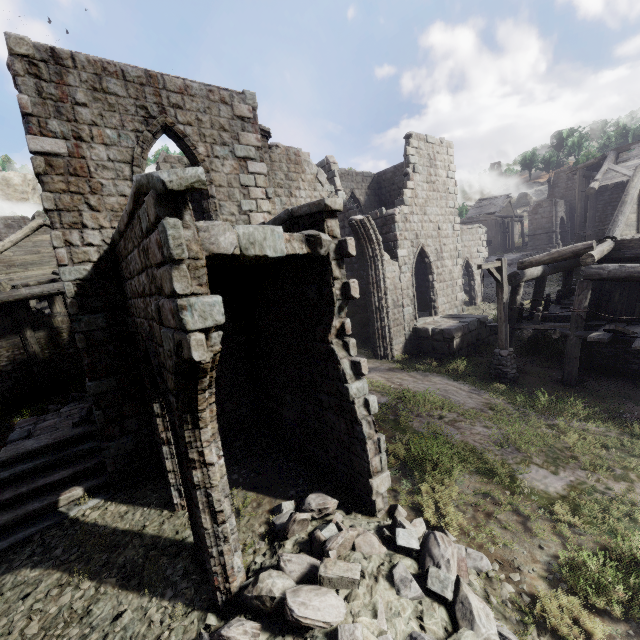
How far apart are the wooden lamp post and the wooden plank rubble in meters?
43.1 m

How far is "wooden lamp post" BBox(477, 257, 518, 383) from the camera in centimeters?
1199cm

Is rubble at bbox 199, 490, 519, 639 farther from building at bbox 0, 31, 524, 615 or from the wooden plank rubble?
the wooden plank rubble

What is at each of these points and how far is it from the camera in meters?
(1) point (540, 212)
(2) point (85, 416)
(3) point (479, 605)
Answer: (1) stone arch, 38.2 m
(2) rubble, 10.6 m
(3) rubble, 4.7 m

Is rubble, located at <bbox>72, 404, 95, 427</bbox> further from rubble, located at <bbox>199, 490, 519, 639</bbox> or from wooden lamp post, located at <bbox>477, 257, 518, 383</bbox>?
wooden lamp post, located at <bbox>477, 257, 518, 383</bbox>

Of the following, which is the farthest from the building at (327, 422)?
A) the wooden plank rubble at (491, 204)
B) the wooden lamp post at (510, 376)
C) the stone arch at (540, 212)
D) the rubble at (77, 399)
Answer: the wooden plank rubble at (491, 204)

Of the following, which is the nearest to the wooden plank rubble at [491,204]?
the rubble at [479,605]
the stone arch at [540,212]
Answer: the stone arch at [540,212]

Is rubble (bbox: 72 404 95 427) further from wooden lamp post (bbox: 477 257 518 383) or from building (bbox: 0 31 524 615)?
wooden lamp post (bbox: 477 257 518 383)
